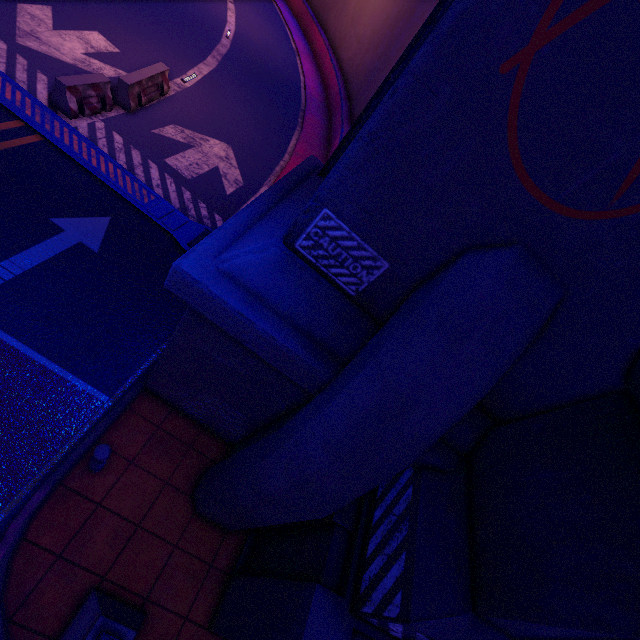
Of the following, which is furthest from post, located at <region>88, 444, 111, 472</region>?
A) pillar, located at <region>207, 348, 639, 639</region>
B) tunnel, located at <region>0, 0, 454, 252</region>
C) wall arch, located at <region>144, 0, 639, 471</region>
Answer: tunnel, located at <region>0, 0, 454, 252</region>

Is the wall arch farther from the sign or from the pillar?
the sign

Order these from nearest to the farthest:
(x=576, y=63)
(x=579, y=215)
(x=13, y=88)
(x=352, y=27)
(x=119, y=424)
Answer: (x=576, y=63)
(x=579, y=215)
(x=119, y=424)
(x=13, y=88)
(x=352, y=27)

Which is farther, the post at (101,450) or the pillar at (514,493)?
the post at (101,450)

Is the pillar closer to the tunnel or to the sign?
the sign

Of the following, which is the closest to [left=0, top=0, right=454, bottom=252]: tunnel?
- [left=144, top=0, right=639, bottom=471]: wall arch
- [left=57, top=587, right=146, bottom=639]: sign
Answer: [left=144, top=0, right=639, bottom=471]: wall arch

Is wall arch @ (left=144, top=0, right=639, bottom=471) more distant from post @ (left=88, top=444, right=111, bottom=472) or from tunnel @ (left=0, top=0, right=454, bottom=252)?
post @ (left=88, top=444, right=111, bottom=472)

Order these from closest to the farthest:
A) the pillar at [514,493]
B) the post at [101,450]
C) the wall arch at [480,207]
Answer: the wall arch at [480,207], the pillar at [514,493], the post at [101,450]
